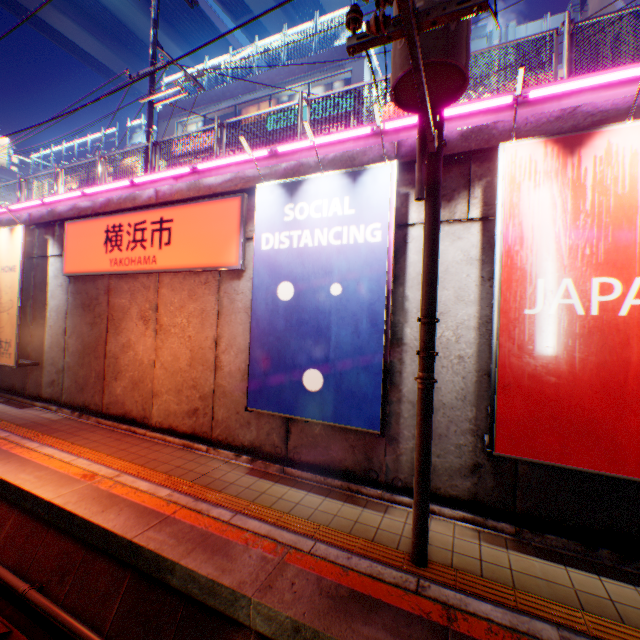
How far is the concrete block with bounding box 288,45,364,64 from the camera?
18.0 meters

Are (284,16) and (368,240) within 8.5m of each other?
no

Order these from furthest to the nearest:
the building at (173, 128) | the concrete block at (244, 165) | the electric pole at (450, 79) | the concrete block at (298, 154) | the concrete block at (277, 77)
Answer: the building at (173, 128), the concrete block at (277, 77), the concrete block at (244, 165), the concrete block at (298, 154), the electric pole at (450, 79)

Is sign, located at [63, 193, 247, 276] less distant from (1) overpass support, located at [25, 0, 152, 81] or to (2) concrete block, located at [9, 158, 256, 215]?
(2) concrete block, located at [9, 158, 256, 215]

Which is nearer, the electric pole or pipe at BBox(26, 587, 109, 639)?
the electric pole

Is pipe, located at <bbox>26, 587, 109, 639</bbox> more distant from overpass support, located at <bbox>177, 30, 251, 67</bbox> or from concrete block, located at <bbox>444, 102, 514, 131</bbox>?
concrete block, located at <bbox>444, 102, 514, 131</bbox>

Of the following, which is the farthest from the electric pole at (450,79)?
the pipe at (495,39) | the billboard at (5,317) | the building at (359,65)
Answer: the pipe at (495,39)

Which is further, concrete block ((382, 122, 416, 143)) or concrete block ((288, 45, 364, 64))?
concrete block ((288, 45, 364, 64))
